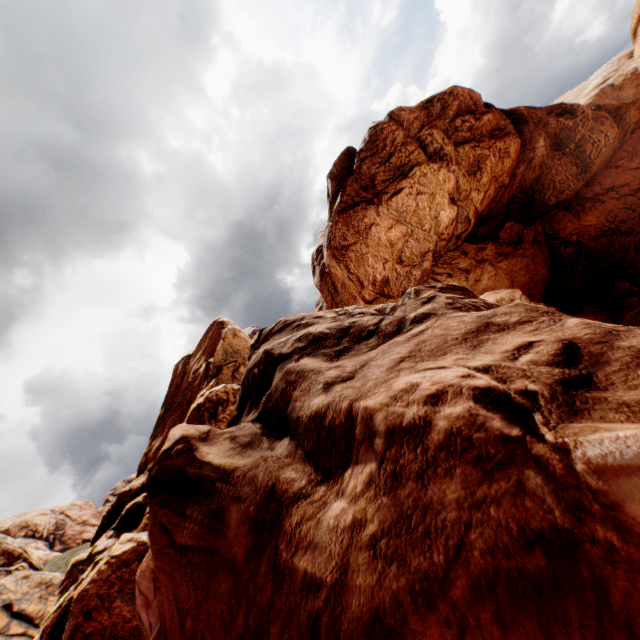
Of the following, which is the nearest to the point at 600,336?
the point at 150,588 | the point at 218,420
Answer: the point at 150,588
